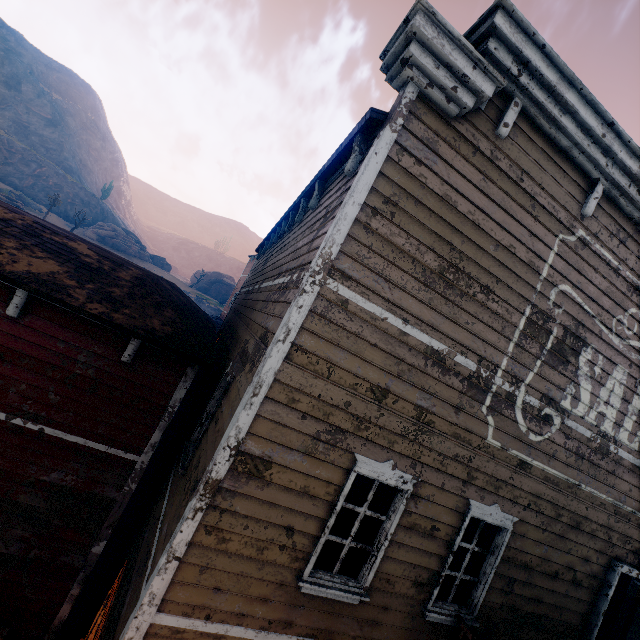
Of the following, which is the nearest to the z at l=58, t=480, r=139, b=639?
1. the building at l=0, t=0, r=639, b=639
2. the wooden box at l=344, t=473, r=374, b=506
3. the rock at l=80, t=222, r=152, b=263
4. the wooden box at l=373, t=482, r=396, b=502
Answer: the building at l=0, t=0, r=639, b=639

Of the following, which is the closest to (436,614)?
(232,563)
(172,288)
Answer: (232,563)

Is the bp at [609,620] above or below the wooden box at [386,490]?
above

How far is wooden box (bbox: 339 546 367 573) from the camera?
4.49m

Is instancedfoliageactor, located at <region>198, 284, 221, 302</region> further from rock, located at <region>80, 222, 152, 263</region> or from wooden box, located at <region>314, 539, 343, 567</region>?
wooden box, located at <region>314, 539, 343, 567</region>

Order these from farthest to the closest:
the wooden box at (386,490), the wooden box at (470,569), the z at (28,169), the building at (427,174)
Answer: the z at (28,169), the wooden box at (386,490), the wooden box at (470,569), the building at (427,174)

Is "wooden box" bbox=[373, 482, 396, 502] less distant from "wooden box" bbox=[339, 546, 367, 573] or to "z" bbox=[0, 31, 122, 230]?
"wooden box" bbox=[339, 546, 367, 573]

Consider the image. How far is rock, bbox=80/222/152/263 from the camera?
47.2m
